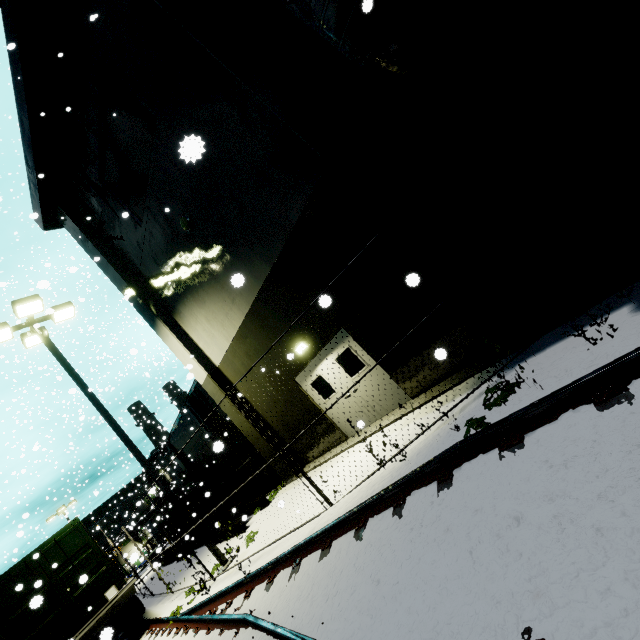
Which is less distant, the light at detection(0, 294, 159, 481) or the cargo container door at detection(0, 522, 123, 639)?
the cargo container door at detection(0, 522, 123, 639)

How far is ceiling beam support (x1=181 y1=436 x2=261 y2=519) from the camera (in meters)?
12.98

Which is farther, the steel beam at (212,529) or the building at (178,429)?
the building at (178,429)

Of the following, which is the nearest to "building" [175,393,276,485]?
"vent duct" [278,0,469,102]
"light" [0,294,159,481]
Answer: "vent duct" [278,0,469,102]

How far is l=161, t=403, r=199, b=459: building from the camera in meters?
19.9 m

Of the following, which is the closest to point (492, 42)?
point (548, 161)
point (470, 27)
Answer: point (470, 27)

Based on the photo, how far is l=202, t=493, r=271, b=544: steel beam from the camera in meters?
11.4 m

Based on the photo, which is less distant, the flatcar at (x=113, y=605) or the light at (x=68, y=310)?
the flatcar at (x=113, y=605)
